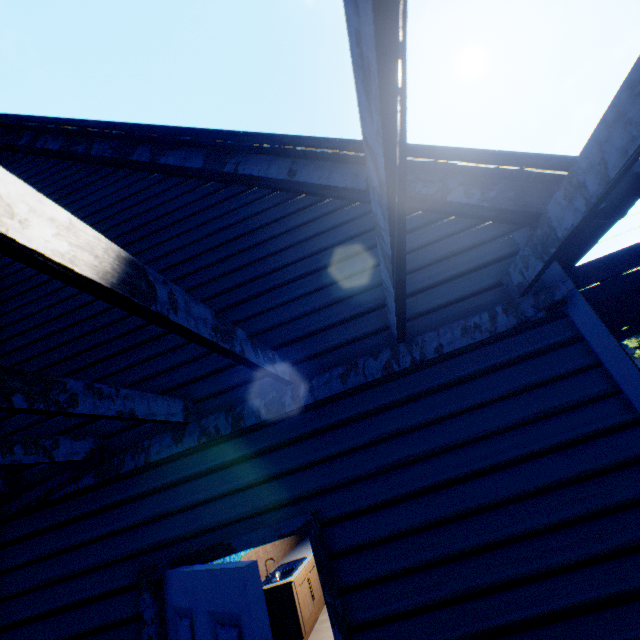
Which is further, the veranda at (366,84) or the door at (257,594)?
the door at (257,594)

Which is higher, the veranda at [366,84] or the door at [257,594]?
the veranda at [366,84]

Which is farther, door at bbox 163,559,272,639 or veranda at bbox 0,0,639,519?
door at bbox 163,559,272,639

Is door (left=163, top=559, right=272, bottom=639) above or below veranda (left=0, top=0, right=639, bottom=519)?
below

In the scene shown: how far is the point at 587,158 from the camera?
1.2 meters
